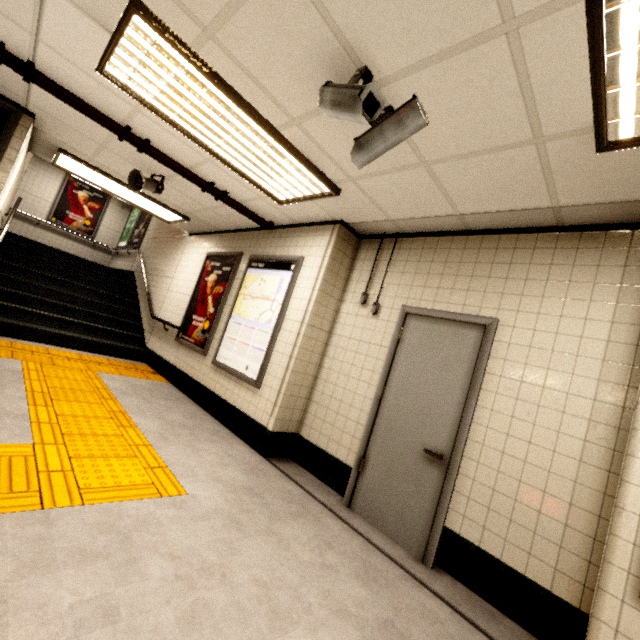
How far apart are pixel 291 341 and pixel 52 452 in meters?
2.4 m

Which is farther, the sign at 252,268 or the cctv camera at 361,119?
the sign at 252,268

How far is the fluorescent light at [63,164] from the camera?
4.84m

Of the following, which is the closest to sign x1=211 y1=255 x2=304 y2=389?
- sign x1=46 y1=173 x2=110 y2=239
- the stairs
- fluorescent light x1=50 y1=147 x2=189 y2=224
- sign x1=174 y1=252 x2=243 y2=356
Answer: sign x1=174 y1=252 x2=243 y2=356

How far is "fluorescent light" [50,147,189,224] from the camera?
4.84m

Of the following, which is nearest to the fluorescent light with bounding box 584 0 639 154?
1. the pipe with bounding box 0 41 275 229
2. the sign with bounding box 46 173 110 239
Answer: the pipe with bounding box 0 41 275 229

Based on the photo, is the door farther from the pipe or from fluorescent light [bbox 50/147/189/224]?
fluorescent light [bbox 50/147/189/224]

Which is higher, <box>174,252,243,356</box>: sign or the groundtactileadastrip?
<box>174,252,243,356</box>: sign
